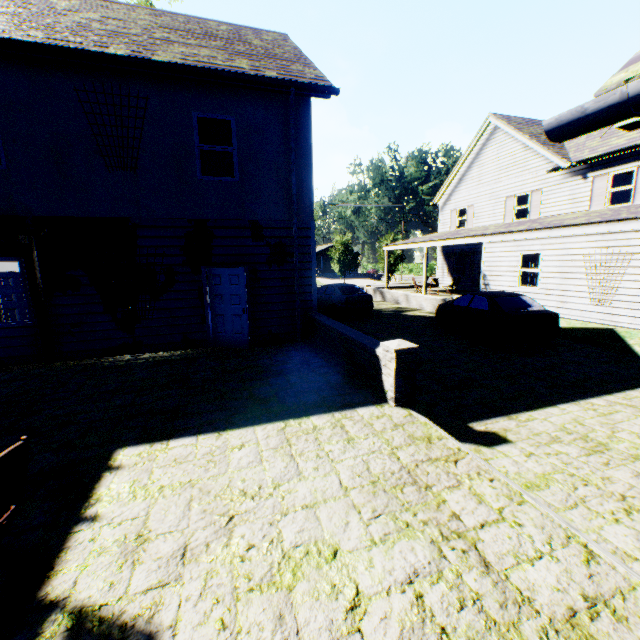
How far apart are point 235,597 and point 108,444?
2.97m

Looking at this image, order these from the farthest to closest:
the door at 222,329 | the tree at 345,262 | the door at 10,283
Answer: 1. the tree at 345,262
2. the door at 10,283
3. the door at 222,329

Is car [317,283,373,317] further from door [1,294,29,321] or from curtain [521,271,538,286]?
door [1,294,29,321]

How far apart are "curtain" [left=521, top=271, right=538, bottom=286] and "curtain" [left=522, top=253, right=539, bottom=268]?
Result: 0.1m

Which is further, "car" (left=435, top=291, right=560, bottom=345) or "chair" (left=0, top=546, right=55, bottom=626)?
"car" (left=435, top=291, right=560, bottom=345)

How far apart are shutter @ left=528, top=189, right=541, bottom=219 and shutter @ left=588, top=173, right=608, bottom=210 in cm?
254

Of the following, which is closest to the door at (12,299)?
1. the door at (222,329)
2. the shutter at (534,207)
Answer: the door at (222,329)

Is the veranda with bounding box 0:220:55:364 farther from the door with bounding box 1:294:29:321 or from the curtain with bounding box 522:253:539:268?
the curtain with bounding box 522:253:539:268
